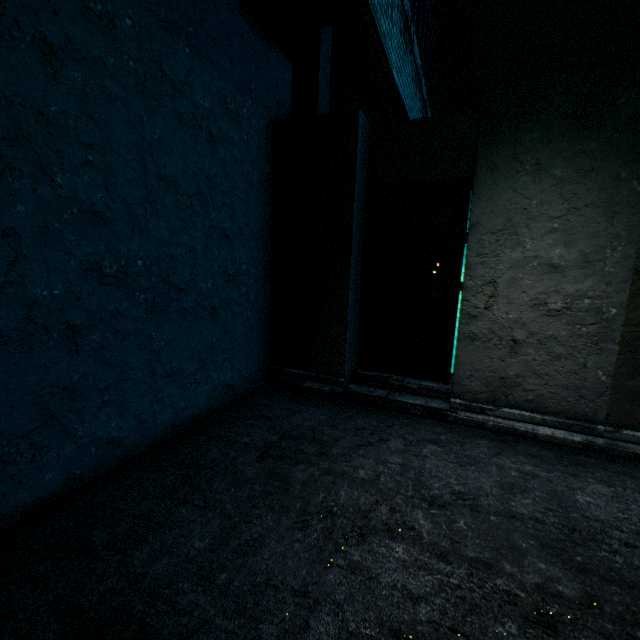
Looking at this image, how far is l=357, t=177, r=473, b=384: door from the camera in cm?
326

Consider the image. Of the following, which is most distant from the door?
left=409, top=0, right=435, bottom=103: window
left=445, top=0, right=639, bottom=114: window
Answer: left=445, top=0, right=639, bottom=114: window

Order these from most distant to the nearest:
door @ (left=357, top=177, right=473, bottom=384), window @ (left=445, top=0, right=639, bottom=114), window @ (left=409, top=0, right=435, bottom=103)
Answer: window @ (left=445, top=0, right=639, bottom=114), window @ (left=409, top=0, right=435, bottom=103), door @ (left=357, top=177, right=473, bottom=384)

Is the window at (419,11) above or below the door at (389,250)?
above

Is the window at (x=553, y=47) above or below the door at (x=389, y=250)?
above

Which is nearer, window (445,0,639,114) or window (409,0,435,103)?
window (409,0,435,103)

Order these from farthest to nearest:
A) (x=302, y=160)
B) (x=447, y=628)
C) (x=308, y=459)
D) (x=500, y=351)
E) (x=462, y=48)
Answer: (x=462, y=48)
(x=302, y=160)
(x=500, y=351)
(x=308, y=459)
(x=447, y=628)
